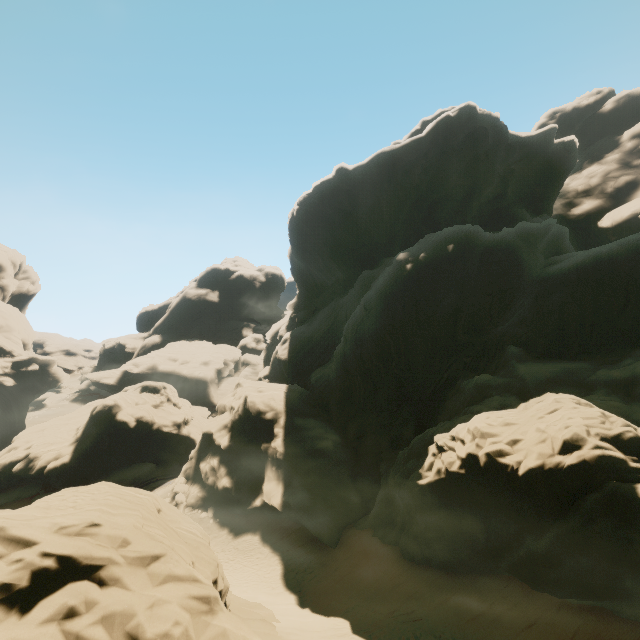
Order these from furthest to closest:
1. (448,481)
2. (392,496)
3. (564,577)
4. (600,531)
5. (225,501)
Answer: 1. (225,501)
2. (392,496)
3. (448,481)
4. (564,577)
5. (600,531)
